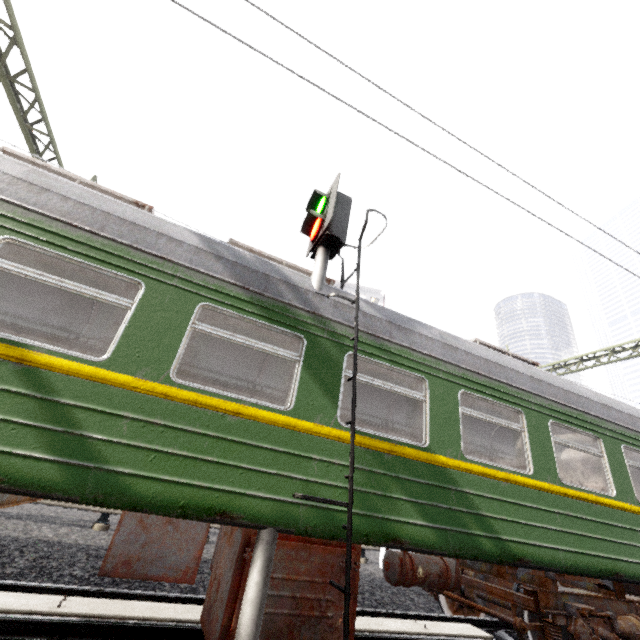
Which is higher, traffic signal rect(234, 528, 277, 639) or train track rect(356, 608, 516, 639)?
traffic signal rect(234, 528, 277, 639)

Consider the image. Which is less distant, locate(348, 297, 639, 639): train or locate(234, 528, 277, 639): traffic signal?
locate(234, 528, 277, 639): traffic signal

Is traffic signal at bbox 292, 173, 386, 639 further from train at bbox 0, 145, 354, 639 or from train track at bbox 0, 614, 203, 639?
train track at bbox 0, 614, 203, 639

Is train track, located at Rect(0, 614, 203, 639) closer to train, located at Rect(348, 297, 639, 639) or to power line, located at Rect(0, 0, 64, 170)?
train, located at Rect(348, 297, 639, 639)

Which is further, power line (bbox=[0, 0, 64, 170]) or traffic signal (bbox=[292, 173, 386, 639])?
power line (bbox=[0, 0, 64, 170])

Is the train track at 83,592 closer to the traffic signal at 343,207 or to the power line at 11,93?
the traffic signal at 343,207

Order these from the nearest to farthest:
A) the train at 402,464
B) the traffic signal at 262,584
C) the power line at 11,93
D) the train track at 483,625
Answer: the traffic signal at 262,584 → the train at 402,464 → the train track at 483,625 → the power line at 11,93

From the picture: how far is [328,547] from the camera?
3.31m
